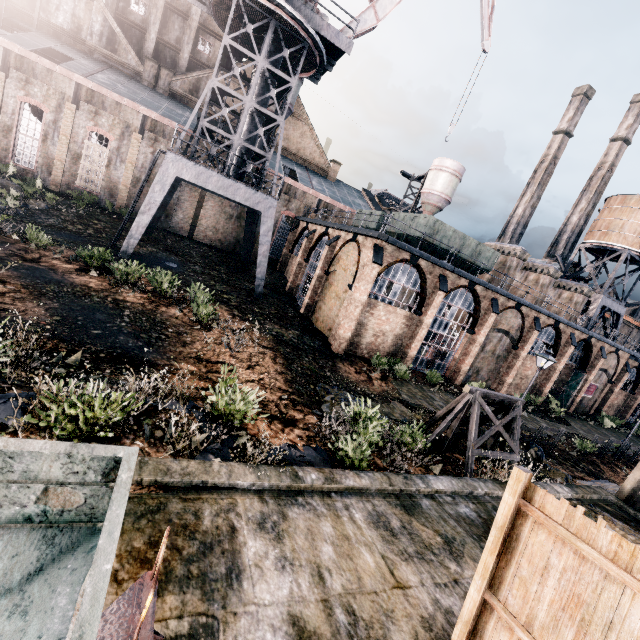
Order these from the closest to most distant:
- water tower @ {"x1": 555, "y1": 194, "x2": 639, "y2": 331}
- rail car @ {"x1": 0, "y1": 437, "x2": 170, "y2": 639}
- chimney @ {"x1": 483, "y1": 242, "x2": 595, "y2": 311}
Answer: rail car @ {"x1": 0, "y1": 437, "x2": 170, "y2": 639}, chimney @ {"x1": 483, "y1": 242, "x2": 595, "y2": 311}, water tower @ {"x1": 555, "y1": 194, "x2": 639, "y2": 331}

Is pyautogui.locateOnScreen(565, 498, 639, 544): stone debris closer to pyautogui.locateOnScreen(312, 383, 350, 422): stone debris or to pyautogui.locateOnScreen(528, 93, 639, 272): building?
pyautogui.locateOnScreen(312, 383, 350, 422): stone debris

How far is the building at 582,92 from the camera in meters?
59.1

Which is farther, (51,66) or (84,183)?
(84,183)

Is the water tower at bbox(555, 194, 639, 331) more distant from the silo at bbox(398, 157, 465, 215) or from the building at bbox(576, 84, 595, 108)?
the building at bbox(576, 84, 595, 108)

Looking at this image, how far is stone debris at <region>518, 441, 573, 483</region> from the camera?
15.67m

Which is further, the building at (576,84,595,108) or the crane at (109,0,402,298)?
the building at (576,84,595,108)

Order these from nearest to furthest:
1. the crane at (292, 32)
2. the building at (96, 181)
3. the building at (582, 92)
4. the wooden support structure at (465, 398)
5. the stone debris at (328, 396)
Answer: the wooden support structure at (465, 398)
the stone debris at (328, 396)
the crane at (292, 32)
the building at (96, 181)
the building at (582, 92)
